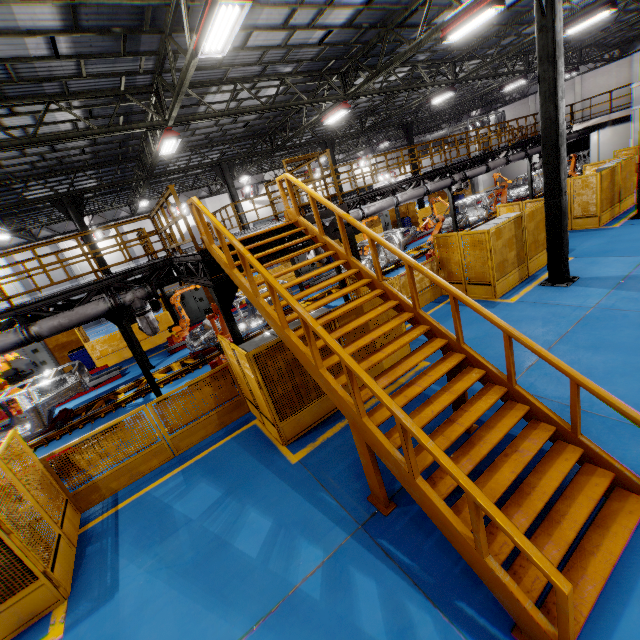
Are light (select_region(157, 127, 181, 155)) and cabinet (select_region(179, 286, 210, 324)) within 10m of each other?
yes

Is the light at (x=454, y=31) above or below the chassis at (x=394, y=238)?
above

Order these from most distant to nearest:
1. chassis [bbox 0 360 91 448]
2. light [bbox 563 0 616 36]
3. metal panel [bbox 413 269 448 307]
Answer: light [bbox 563 0 616 36] → metal panel [bbox 413 269 448 307] → chassis [bbox 0 360 91 448]

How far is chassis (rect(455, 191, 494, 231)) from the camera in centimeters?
1939cm

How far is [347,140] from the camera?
24.9m

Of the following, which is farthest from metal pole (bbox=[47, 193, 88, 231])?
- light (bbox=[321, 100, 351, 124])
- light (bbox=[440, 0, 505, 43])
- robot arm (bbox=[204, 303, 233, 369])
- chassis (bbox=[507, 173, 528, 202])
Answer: light (bbox=[440, 0, 505, 43])

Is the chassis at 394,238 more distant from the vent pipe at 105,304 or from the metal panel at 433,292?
the metal panel at 433,292

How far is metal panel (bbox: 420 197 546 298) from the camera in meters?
9.9
